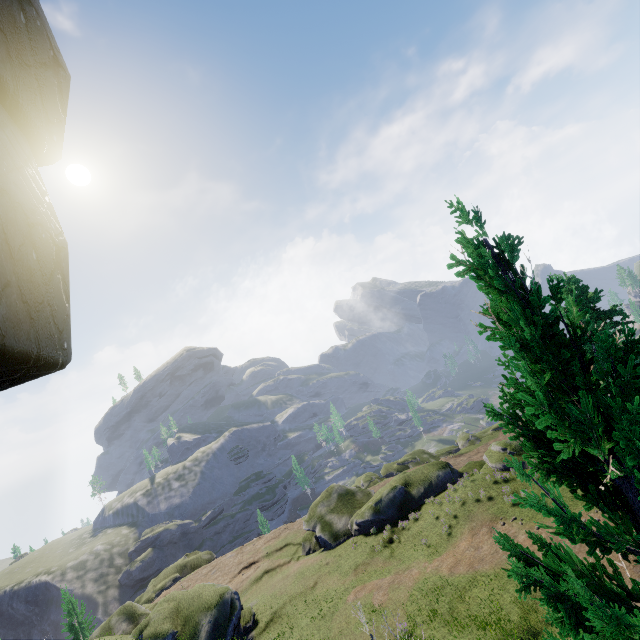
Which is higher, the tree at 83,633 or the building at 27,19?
the building at 27,19

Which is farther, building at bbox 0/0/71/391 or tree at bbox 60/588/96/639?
tree at bbox 60/588/96/639

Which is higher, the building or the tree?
the building

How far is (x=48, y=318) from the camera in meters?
1.5 m

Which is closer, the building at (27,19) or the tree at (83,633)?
Answer: the building at (27,19)
